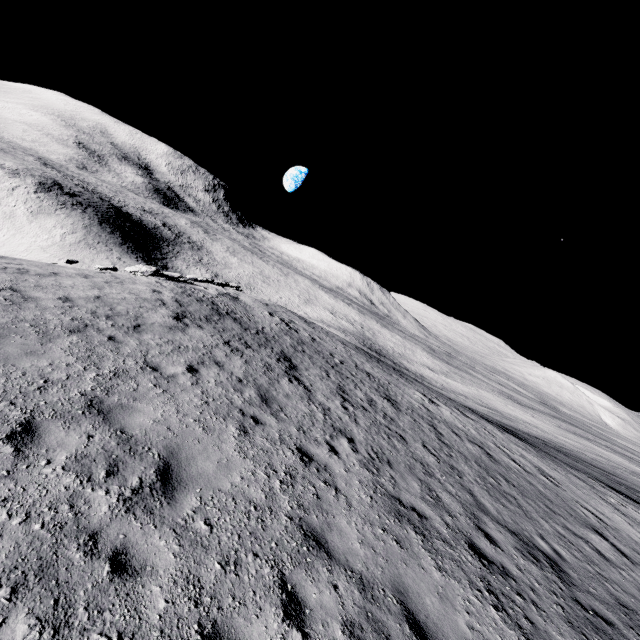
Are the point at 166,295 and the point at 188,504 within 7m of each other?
no
